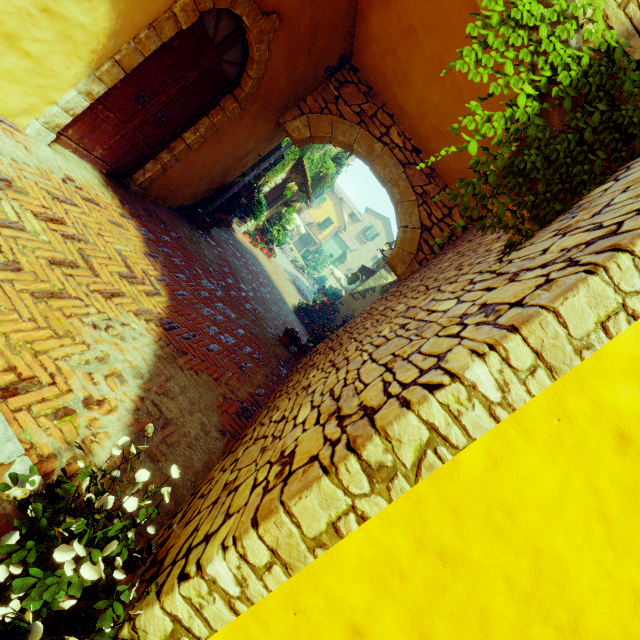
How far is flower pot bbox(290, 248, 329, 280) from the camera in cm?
3075

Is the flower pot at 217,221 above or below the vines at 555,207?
below

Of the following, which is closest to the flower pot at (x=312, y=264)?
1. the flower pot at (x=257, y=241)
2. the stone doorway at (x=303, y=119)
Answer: the flower pot at (x=257, y=241)

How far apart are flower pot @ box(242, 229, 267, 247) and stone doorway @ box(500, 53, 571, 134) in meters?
10.5 m

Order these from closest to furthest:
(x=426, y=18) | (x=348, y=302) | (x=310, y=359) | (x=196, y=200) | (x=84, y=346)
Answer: (x=84, y=346) → (x=426, y=18) → (x=310, y=359) → (x=196, y=200) → (x=348, y=302)

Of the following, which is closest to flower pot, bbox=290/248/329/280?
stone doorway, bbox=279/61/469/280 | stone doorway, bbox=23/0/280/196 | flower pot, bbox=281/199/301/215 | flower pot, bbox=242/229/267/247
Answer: flower pot, bbox=242/229/267/247

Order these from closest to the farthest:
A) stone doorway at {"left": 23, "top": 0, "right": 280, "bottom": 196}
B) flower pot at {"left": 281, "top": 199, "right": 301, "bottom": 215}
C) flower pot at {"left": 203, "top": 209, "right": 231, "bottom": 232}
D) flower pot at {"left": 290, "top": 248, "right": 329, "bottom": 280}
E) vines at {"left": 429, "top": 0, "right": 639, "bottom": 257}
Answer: vines at {"left": 429, "top": 0, "right": 639, "bottom": 257} → stone doorway at {"left": 23, "top": 0, "right": 280, "bottom": 196} → flower pot at {"left": 203, "top": 209, "right": 231, "bottom": 232} → flower pot at {"left": 281, "top": 199, "right": 301, "bottom": 215} → flower pot at {"left": 290, "top": 248, "right": 329, "bottom": 280}

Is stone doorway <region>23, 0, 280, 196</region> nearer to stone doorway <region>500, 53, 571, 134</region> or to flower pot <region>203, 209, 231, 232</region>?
stone doorway <region>500, 53, 571, 134</region>
